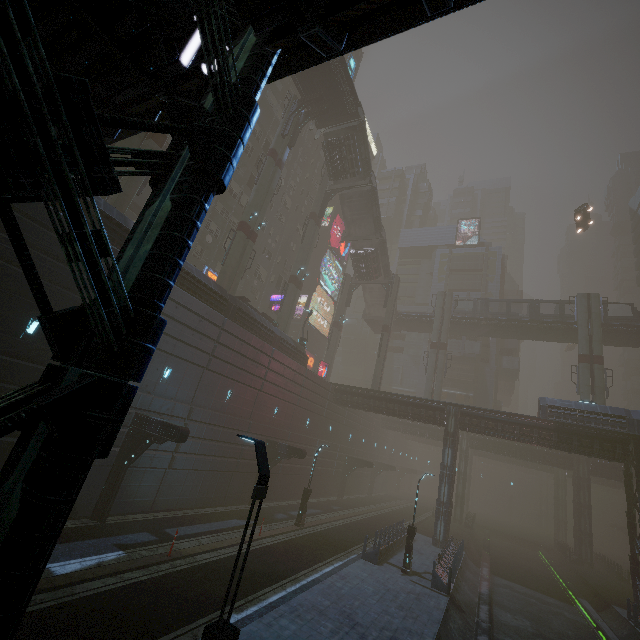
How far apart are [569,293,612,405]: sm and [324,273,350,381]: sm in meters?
28.2 m

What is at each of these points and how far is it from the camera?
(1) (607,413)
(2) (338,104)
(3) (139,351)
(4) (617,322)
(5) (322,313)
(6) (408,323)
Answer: (1) building, 25.4m
(2) bridge, 33.4m
(3) building, 2.9m
(4) bridge, 38.5m
(5) sign, 54.4m
(6) bridge, 51.2m

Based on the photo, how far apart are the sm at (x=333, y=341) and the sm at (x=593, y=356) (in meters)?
28.21

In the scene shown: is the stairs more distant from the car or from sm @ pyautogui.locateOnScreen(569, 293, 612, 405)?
sm @ pyautogui.locateOnScreen(569, 293, 612, 405)

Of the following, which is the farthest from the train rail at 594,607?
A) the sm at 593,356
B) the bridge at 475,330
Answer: the bridge at 475,330

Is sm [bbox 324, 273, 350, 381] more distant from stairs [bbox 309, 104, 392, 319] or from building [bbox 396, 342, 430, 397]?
building [bbox 396, 342, 430, 397]

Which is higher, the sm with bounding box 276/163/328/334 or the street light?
the sm with bounding box 276/163/328/334

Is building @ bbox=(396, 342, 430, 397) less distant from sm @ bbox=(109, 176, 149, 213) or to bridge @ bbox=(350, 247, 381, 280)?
sm @ bbox=(109, 176, 149, 213)
